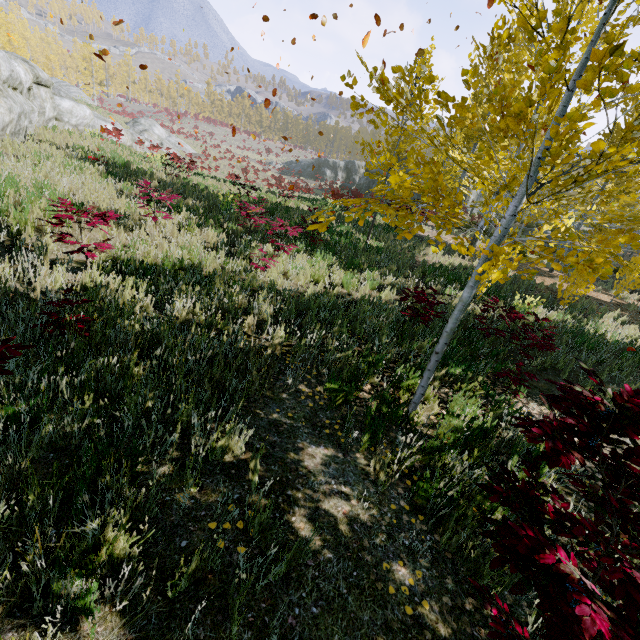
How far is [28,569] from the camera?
1.5m

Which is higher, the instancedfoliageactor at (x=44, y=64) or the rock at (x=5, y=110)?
the instancedfoliageactor at (x=44, y=64)

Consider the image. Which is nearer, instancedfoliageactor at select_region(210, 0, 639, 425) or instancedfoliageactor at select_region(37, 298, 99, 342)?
instancedfoliageactor at select_region(210, 0, 639, 425)

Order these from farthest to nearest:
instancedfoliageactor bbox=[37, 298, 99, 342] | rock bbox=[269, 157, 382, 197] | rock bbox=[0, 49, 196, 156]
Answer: rock bbox=[269, 157, 382, 197], rock bbox=[0, 49, 196, 156], instancedfoliageactor bbox=[37, 298, 99, 342]

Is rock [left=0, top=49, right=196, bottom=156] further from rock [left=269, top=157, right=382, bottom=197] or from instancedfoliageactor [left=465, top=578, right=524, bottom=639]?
rock [left=269, top=157, right=382, bottom=197]

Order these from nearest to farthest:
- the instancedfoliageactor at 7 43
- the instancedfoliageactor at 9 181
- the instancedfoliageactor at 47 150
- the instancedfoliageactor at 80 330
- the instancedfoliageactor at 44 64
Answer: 1. the instancedfoliageactor at 80 330
2. the instancedfoliageactor at 9 181
3. the instancedfoliageactor at 47 150
4. the instancedfoliageactor at 7 43
5. the instancedfoliageactor at 44 64
